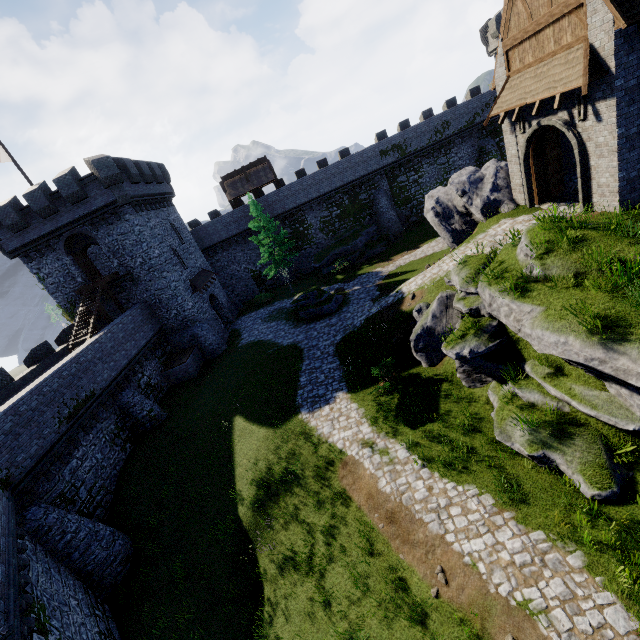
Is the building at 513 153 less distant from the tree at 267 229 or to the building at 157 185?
the tree at 267 229

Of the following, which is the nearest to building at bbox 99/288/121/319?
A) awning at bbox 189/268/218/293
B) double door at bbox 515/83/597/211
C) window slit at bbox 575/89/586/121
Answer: awning at bbox 189/268/218/293

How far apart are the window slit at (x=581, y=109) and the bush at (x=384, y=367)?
11.7 meters

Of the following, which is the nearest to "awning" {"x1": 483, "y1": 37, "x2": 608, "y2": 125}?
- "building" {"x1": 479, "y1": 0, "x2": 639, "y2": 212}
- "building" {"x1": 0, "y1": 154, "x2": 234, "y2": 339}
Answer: "building" {"x1": 479, "y1": 0, "x2": 639, "y2": 212}

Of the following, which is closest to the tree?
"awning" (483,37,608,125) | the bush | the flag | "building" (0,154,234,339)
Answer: "building" (0,154,234,339)

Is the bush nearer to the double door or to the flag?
the double door

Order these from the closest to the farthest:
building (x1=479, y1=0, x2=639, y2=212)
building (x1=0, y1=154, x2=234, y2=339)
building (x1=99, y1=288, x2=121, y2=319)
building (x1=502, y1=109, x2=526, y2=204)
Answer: building (x1=479, y1=0, x2=639, y2=212) → building (x1=502, y1=109, x2=526, y2=204) → building (x1=0, y1=154, x2=234, y2=339) → building (x1=99, y1=288, x2=121, y2=319)

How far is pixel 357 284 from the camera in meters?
29.1
